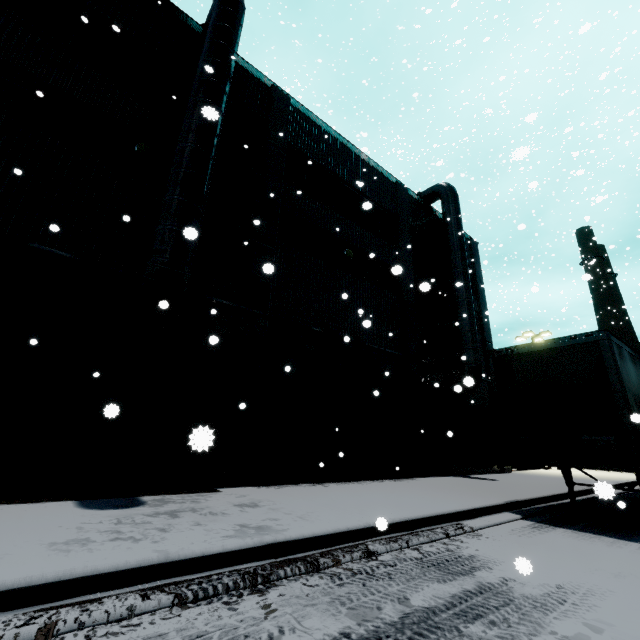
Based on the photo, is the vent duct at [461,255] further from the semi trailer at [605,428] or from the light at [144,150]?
the light at [144,150]

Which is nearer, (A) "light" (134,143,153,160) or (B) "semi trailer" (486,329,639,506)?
(B) "semi trailer" (486,329,639,506)

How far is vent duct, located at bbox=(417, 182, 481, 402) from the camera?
14.76m

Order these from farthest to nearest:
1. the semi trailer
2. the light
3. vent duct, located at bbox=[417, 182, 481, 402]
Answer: vent duct, located at bbox=[417, 182, 481, 402]
the light
the semi trailer

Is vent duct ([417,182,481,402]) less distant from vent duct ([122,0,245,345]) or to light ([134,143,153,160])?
vent duct ([122,0,245,345])

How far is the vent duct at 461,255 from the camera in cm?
1476

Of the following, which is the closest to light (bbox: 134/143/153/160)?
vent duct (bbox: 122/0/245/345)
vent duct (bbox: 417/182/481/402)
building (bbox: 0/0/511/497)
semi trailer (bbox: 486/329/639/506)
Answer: building (bbox: 0/0/511/497)

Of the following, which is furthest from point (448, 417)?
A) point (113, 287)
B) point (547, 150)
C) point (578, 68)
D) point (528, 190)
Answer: point (578, 68)
